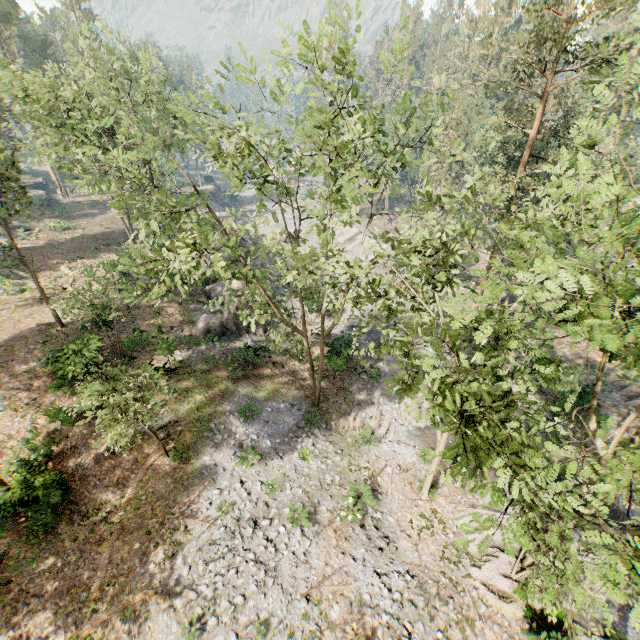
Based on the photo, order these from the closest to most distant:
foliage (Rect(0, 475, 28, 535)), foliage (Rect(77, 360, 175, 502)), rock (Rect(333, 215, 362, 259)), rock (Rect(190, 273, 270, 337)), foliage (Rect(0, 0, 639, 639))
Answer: foliage (Rect(0, 0, 639, 639)), foliage (Rect(77, 360, 175, 502)), foliage (Rect(0, 475, 28, 535)), rock (Rect(190, 273, 270, 337)), rock (Rect(333, 215, 362, 259))

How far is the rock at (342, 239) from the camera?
47.0 meters

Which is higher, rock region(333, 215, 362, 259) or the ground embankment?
the ground embankment

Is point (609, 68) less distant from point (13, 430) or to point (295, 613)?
point (295, 613)

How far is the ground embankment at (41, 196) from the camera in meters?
51.3 m

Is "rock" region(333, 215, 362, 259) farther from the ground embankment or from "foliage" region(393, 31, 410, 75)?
the ground embankment

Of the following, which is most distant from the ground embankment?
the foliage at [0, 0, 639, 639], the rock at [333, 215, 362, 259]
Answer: the rock at [333, 215, 362, 259]
